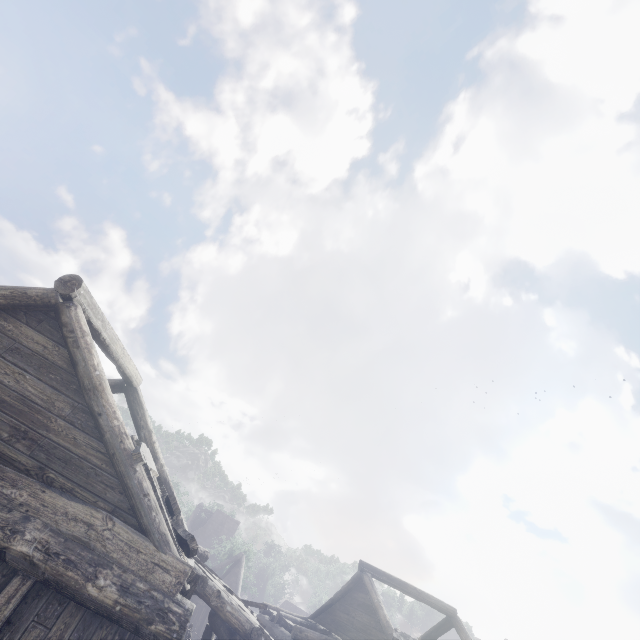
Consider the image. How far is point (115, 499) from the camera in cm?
483
